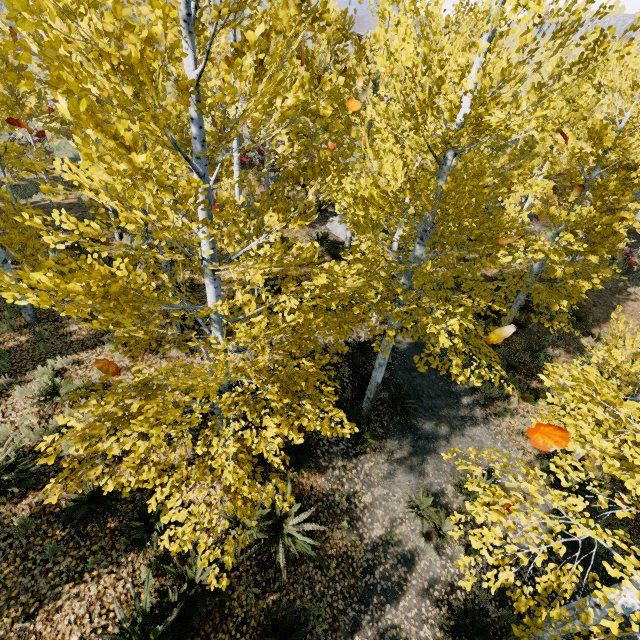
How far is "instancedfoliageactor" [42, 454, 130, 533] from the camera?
3.4 meters

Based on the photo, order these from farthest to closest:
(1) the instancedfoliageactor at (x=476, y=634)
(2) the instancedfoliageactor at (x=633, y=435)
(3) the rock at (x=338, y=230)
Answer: (3) the rock at (x=338, y=230) < (1) the instancedfoliageactor at (x=476, y=634) < (2) the instancedfoliageactor at (x=633, y=435)

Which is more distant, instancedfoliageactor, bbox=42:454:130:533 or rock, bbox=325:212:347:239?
rock, bbox=325:212:347:239

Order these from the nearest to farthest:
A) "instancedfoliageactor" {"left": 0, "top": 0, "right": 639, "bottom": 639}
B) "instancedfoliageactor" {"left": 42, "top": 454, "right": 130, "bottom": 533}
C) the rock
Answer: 1. "instancedfoliageactor" {"left": 0, "top": 0, "right": 639, "bottom": 639}
2. "instancedfoliageactor" {"left": 42, "top": 454, "right": 130, "bottom": 533}
3. the rock

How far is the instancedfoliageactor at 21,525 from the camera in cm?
520

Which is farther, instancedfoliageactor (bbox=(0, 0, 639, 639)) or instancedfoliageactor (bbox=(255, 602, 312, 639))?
instancedfoliageactor (bbox=(255, 602, 312, 639))

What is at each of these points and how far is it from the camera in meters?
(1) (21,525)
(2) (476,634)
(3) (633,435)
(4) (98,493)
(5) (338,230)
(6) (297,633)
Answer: (1) instancedfoliageactor, 5.3
(2) instancedfoliageactor, 6.0
(3) instancedfoliageactor, 3.3
(4) instancedfoliageactor, 5.7
(5) rock, 15.6
(6) instancedfoliageactor, 5.2
